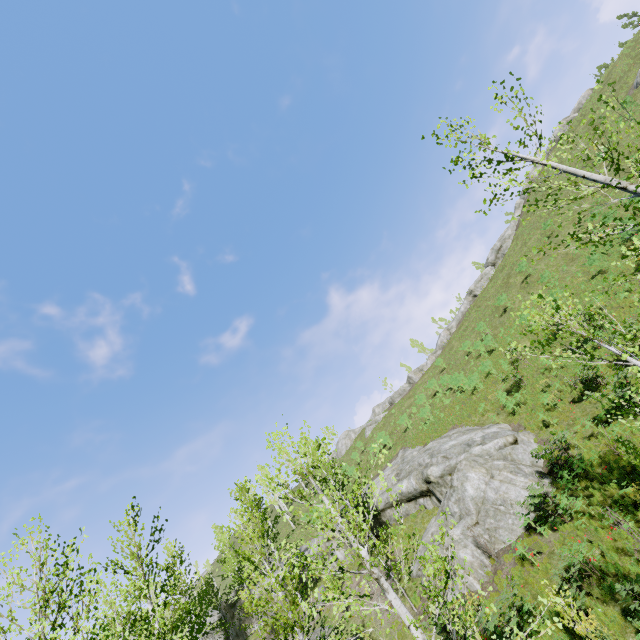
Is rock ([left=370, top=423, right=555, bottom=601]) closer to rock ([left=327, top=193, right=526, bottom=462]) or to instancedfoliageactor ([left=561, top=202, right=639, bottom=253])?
instancedfoliageactor ([left=561, top=202, right=639, bottom=253])

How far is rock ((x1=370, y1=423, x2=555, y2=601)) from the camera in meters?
14.3

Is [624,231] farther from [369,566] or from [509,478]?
[509,478]

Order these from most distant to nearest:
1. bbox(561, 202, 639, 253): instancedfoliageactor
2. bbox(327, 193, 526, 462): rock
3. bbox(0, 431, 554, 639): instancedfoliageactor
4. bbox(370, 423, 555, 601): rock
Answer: bbox(327, 193, 526, 462): rock < bbox(370, 423, 555, 601): rock < bbox(561, 202, 639, 253): instancedfoliageactor < bbox(0, 431, 554, 639): instancedfoliageactor

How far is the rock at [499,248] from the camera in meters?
46.0

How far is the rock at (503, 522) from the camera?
14.28m

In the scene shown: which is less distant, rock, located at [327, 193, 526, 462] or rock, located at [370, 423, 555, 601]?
rock, located at [370, 423, 555, 601]
